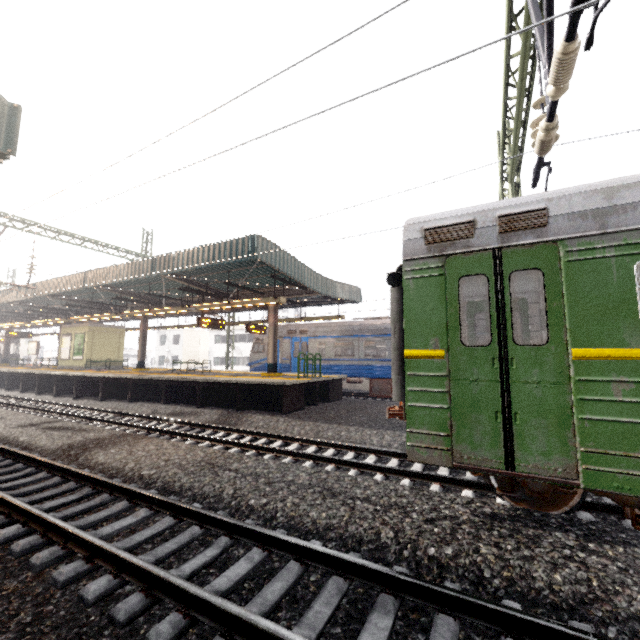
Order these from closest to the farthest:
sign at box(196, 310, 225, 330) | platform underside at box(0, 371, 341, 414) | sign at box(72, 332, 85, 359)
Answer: platform underside at box(0, 371, 341, 414), sign at box(196, 310, 225, 330), sign at box(72, 332, 85, 359)

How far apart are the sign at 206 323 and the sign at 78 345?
11.6 meters

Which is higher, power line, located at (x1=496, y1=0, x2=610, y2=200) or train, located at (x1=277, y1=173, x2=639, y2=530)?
power line, located at (x1=496, y1=0, x2=610, y2=200)

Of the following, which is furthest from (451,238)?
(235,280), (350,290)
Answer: (350,290)

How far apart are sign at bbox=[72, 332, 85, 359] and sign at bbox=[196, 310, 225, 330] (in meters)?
11.63

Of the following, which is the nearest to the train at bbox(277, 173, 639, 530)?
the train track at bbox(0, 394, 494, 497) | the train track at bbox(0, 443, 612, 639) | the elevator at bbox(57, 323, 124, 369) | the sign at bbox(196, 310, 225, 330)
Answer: the train track at bbox(0, 394, 494, 497)

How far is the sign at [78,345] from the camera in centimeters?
2066cm

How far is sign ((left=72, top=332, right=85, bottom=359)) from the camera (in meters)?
20.66
